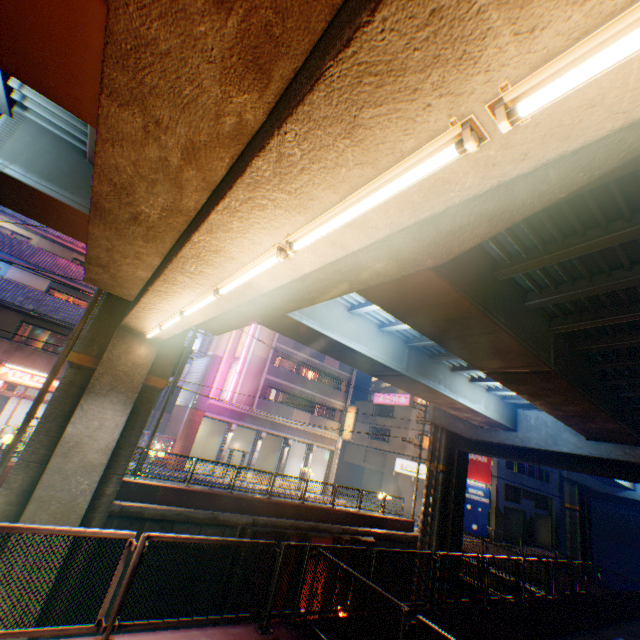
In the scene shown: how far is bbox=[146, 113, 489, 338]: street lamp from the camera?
2.17m

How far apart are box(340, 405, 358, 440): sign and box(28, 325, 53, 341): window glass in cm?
2477

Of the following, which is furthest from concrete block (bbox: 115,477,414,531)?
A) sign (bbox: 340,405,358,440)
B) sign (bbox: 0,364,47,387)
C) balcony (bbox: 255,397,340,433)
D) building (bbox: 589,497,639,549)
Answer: building (bbox: 589,497,639,549)

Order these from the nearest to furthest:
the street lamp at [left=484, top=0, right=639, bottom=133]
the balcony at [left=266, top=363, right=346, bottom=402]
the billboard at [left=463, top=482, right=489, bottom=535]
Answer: the street lamp at [left=484, top=0, right=639, bottom=133]
the balcony at [left=266, top=363, right=346, bottom=402]
the billboard at [left=463, top=482, right=489, bottom=535]

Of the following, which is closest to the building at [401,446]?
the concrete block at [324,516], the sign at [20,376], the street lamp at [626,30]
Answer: the concrete block at [324,516]

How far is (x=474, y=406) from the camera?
16.6m

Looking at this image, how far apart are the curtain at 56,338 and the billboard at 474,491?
35.79m

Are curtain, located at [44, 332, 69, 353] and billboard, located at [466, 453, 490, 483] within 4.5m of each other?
no
